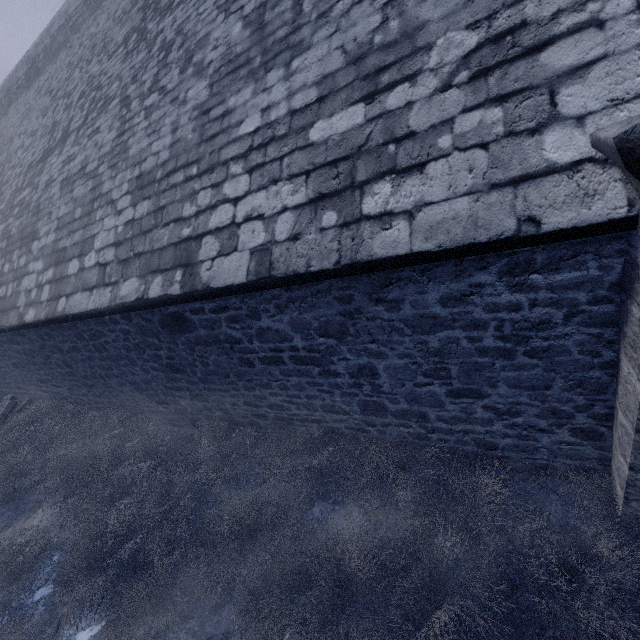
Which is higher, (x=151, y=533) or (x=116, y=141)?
(x=116, y=141)

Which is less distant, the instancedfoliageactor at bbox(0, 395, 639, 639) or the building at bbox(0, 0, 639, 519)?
the building at bbox(0, 0, 639, 519)

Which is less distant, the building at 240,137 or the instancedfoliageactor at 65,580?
the building at 240,137

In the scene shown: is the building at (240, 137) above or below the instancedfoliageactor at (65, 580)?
above

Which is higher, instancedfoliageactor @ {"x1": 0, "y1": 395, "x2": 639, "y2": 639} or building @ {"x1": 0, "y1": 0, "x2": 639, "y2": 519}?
building @ {"x1": 0, "y1": 0, "x2": 639, "y2": 519}
